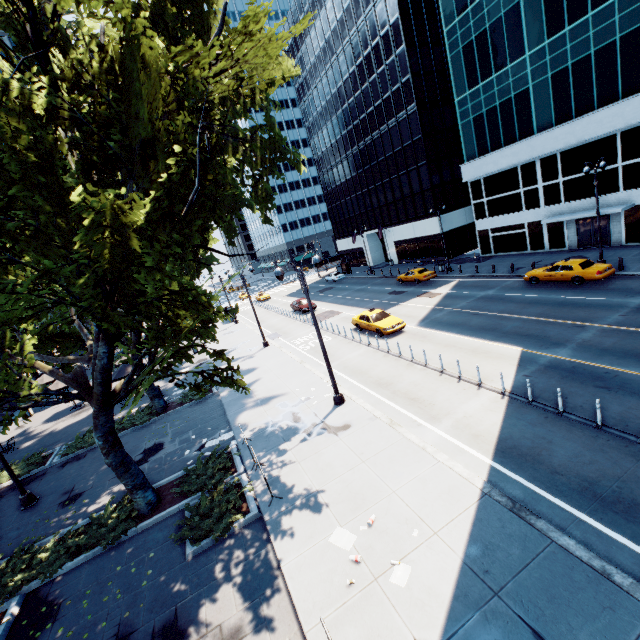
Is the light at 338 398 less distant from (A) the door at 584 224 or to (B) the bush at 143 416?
(B) the bush at 143 416

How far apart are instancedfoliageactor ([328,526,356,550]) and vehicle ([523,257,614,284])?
22.5m

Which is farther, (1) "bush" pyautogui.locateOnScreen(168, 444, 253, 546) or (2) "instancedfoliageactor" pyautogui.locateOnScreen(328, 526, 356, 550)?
(1) "bush" pyautogui.locateOnScreen(168, 444, 253, 546)

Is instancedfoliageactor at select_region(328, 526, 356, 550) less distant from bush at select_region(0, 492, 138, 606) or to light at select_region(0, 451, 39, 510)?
bush at select_region(0, 492, 138, 606)

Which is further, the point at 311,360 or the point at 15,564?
the point at 311,360

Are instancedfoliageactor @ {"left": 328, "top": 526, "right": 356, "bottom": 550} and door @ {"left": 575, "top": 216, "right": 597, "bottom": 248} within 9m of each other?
no

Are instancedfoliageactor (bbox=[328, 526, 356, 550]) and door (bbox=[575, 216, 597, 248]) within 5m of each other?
no

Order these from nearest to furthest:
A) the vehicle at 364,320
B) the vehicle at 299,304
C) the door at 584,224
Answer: the vehicle at 364,320, the door at 584,224, the vehicle at 299,304
